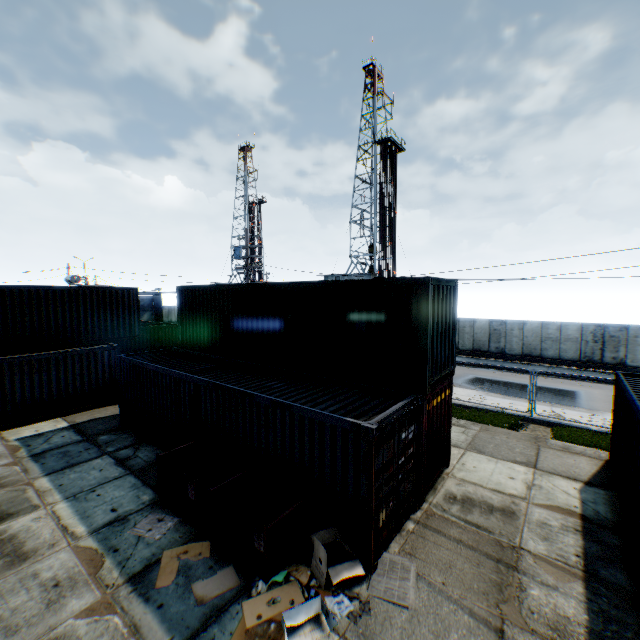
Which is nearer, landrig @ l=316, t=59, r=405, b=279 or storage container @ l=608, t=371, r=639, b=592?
storage container @ l=608, t=371, r=639, b=592

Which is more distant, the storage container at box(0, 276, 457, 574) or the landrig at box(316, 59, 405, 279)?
the landrig at box(316, 59, 405, 279)

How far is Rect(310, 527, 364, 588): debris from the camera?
5.9m

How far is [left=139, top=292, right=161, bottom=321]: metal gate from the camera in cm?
5741

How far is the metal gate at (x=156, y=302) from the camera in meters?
57.4

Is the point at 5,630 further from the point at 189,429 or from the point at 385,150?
the point at 385,150

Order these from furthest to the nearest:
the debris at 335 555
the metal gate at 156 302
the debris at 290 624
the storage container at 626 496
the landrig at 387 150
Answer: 1. the metal gate at 156 302
2. the landrig at 387 150
3. the storage container at 626 496
4. the debris at 335 555
5. the debris at 290 624

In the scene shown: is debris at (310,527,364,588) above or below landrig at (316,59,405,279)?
below
